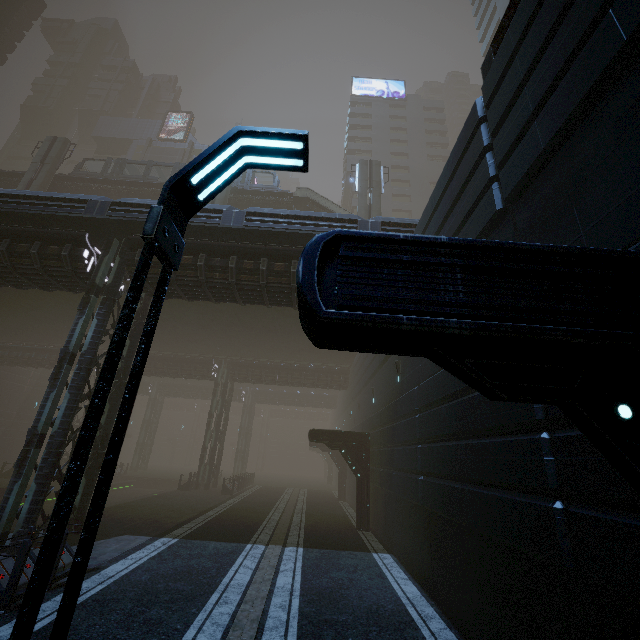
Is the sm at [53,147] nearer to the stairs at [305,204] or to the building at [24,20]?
the building at [24,20]

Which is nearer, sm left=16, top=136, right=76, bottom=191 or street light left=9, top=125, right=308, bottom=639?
street light left=9, top=125, right=308, bottom=639

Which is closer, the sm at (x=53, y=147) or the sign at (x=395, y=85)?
the sm at (x=53, y=147)

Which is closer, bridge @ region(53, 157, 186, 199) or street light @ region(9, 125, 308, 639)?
street light @ region(9, 125, 308, 639)

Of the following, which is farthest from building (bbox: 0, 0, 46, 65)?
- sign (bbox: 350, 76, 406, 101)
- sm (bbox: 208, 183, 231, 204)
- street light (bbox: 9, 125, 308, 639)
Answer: sign (bbox: 350, 76, 406, 101)

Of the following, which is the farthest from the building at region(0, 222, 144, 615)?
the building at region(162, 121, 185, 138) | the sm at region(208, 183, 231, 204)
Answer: the sm at region(208, 183, 231, 204)

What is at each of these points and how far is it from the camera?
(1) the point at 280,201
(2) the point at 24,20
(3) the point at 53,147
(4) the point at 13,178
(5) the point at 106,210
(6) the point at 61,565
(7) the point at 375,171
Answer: (1) bridge, 31.9m
(2) building, 49.7m
(3) sm, 30.5m
(4) bridge, 31.7m
(5) building, 14.0m
(6) building, 8.6m
(7) sm, 30.5m

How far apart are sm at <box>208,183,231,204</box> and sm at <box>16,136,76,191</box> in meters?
12.9
